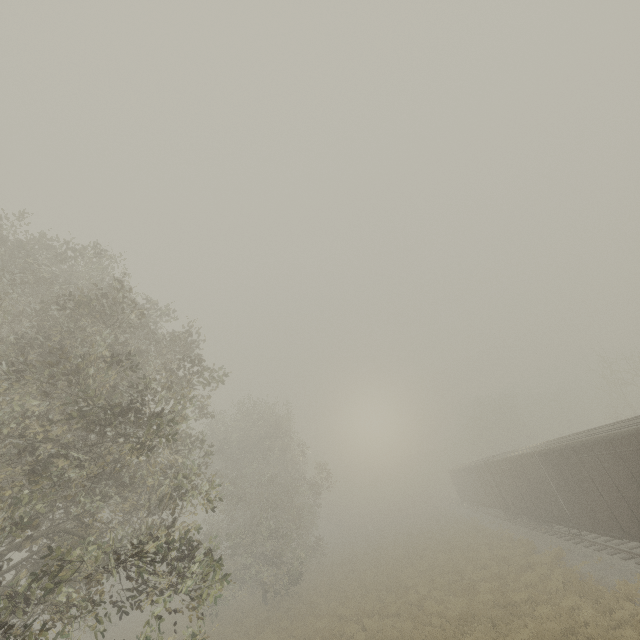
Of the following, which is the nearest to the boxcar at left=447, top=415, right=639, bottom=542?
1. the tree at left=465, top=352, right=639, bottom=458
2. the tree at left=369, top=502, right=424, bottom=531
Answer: the tree at left=465, top=352, right=639, bottom=458

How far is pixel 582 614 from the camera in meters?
11.4

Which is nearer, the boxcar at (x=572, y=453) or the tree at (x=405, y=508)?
the boxcar at (x=572, y=453)

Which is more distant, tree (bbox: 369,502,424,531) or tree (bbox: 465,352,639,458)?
tree (bbox: 369,502,424,531)

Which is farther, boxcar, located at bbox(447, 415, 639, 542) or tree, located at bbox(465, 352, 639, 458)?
tree, located at bbox(465, 352, 639, 458)

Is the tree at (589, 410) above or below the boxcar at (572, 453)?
above

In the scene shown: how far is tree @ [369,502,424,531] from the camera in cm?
5250

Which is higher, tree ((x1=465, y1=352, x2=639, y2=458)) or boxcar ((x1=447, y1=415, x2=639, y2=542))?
tree ((x1=465, y1=352, x2=639, y2=458))
